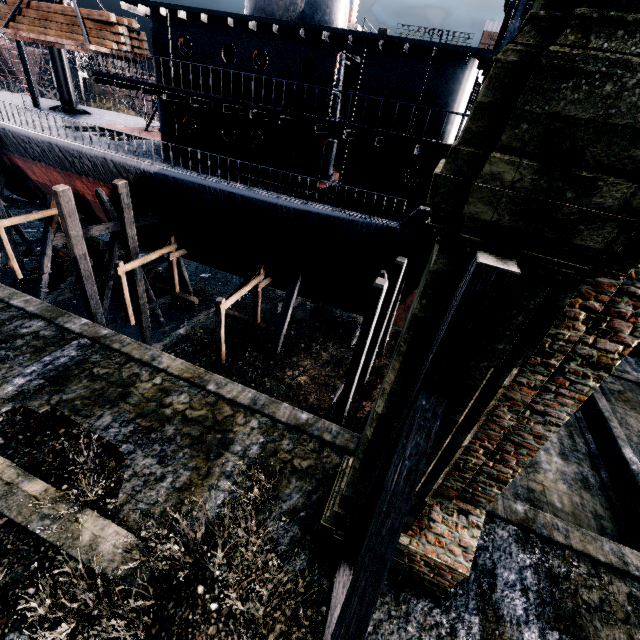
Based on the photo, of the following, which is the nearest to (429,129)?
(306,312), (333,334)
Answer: (333,334)

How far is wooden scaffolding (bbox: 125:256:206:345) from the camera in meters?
18.8 m

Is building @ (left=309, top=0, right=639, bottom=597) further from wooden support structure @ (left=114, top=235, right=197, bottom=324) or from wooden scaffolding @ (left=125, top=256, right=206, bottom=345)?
wooden support structure @ (left=114, top=235, right=197, bottom=324)

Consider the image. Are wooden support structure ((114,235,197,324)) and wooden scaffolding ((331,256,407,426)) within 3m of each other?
no

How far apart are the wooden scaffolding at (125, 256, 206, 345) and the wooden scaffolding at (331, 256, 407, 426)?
13.21m

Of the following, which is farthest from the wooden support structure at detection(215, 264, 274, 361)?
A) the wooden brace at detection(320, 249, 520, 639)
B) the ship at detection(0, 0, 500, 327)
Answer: the wooden brace at detection(320, 249, 520, 639)

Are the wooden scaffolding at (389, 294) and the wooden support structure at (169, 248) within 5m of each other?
no

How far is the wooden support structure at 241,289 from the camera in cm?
1581
